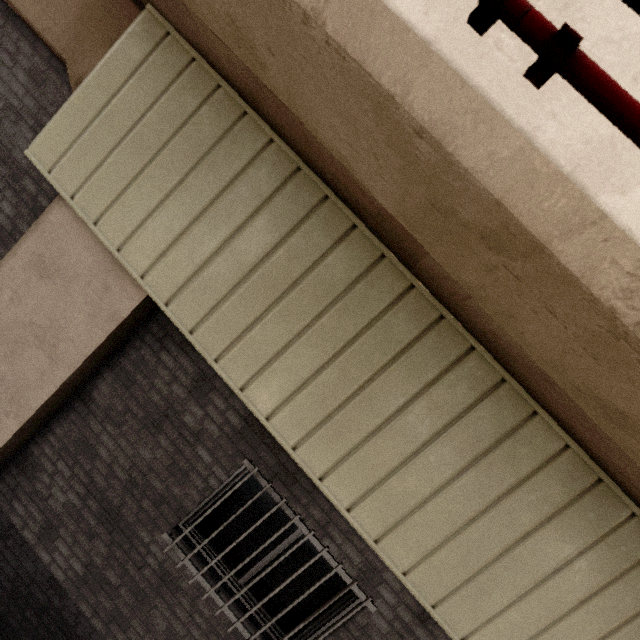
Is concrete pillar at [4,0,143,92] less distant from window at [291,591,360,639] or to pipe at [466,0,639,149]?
pipe at [466,0,639,149]

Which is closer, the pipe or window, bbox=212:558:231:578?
the pipe

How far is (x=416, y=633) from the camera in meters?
3.1 m

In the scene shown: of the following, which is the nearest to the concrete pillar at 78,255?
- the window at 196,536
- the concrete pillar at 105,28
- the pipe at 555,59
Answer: the concrete pillar at 105,28

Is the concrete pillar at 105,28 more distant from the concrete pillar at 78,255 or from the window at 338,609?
the window at 338,609

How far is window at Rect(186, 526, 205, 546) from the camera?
3.4 meters
